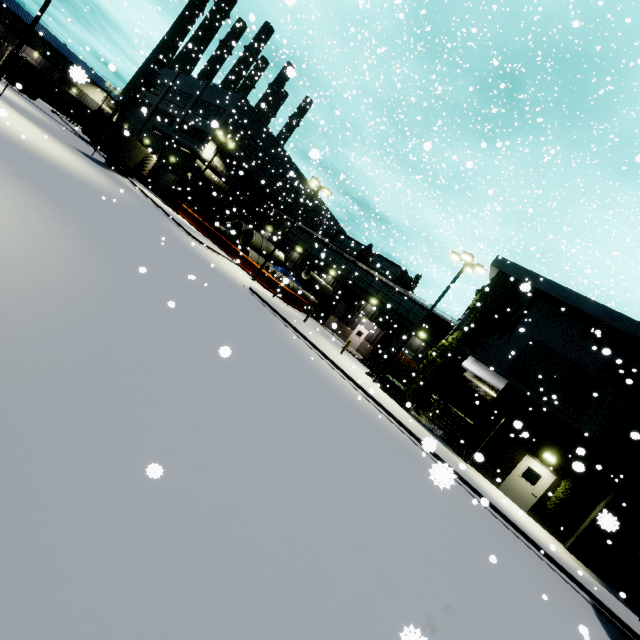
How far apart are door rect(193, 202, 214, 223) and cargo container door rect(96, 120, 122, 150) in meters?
11.9 m

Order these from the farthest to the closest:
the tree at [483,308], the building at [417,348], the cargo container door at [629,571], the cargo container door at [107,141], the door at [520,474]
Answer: the cargo container door at [107,141], the building at [417,348], the tree at [483,308], the door at [520,474], the cargo container door at [629,571]

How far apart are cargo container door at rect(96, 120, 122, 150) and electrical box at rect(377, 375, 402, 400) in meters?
12.4

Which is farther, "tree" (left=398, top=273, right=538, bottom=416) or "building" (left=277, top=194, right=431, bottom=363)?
"building" (left=277, top=194, right=431, bottom=363)

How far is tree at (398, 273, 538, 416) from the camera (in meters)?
18.55

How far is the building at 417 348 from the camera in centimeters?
1944cm

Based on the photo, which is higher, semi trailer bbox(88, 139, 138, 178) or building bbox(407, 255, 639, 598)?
building bbox(407, 255, 639, 598)

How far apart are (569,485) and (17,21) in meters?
90.3 m
